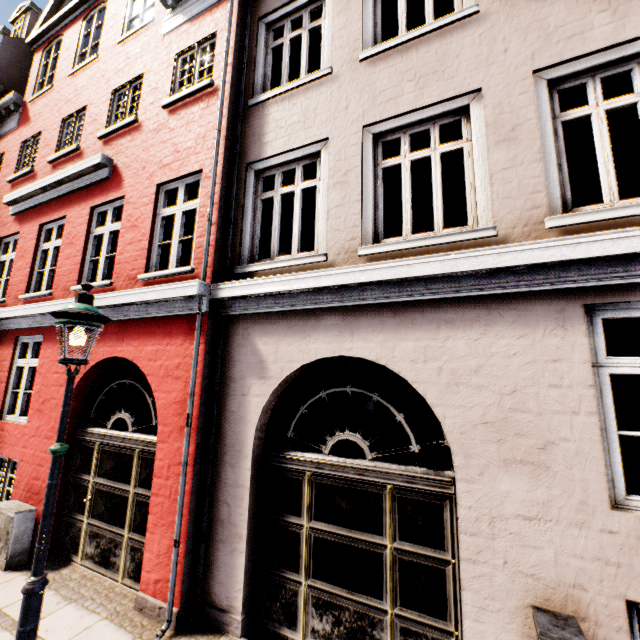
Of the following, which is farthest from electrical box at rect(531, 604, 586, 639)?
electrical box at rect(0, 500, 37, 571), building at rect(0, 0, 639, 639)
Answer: electrical box at rect(0, 500, 37, 571)

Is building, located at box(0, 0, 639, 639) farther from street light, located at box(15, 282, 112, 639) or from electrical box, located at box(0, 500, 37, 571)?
street light, located at box(15, 282, 112, 639)

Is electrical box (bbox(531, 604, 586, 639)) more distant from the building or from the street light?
the street light

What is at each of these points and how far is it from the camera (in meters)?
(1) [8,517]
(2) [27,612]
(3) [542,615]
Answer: (1) electrical box, 5.21
(2) street light, 2.79
(3) electrical box, 2.54

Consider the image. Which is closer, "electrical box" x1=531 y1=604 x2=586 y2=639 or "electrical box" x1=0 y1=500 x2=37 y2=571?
"electrical box" x1=531 y1=604 x2=586 y2=639

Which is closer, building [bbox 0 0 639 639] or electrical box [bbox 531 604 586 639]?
electrical box [bbox 531 604 586 639]

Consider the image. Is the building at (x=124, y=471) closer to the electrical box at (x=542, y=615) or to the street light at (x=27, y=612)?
the electrical box at (x=542, y=615)

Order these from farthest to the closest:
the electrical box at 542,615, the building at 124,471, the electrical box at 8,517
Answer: the electrical box at 8,517 < the building at 124,471 < the electrical box at 542,615
